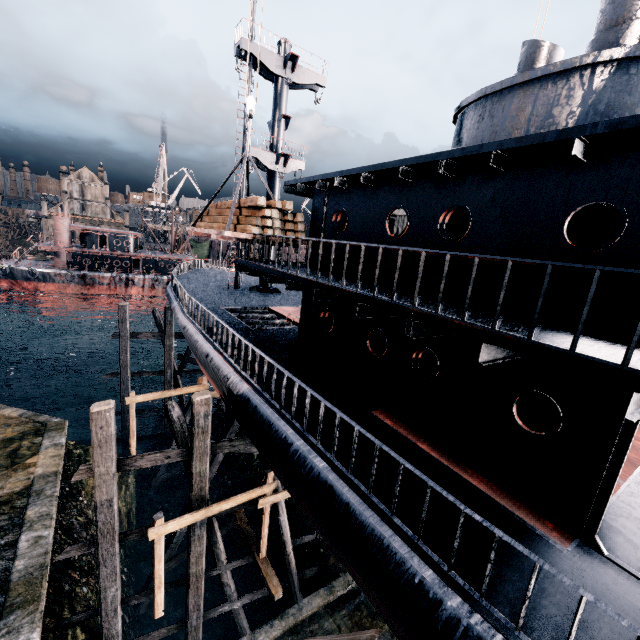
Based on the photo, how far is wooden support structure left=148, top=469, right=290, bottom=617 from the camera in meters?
10.2 m

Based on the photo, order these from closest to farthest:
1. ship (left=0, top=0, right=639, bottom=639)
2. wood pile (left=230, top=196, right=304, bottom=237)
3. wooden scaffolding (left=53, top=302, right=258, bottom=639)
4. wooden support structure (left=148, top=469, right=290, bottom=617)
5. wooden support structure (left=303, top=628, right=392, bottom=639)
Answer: ship (left=0, top=0, right=639, bottom=639) → wooden support structure (left=303, top=628, right=392, bottom=639) → wooden scaffolding (left=53, top=302, right=258, bottom=639) → wooden support structure (left=148, top=469, right=290, bottom=617) → wood pile (left=230, top=196, right=304, bottom=237)

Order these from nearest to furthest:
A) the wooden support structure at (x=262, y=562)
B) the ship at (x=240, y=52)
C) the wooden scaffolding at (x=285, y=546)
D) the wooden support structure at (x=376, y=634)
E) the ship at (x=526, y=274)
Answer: the ship at (x=526, y=274), the wooden support structure at (x=376, y=634), the wooden support structure at (x=262, y=562), the wooden scaffolding at (x=285, y=546), the ship at (x=240, y=52)

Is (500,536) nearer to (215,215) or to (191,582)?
(191,582)

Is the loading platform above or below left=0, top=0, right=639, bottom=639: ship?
above

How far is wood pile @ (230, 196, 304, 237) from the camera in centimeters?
1113cm

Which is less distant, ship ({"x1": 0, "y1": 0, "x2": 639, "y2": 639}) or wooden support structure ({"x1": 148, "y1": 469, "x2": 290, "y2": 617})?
ship ({"x1": 0, "y1": 0, "x2": 639, "y2": 639})

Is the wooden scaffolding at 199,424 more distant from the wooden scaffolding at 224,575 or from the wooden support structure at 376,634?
the wooden support structure at 376,634
